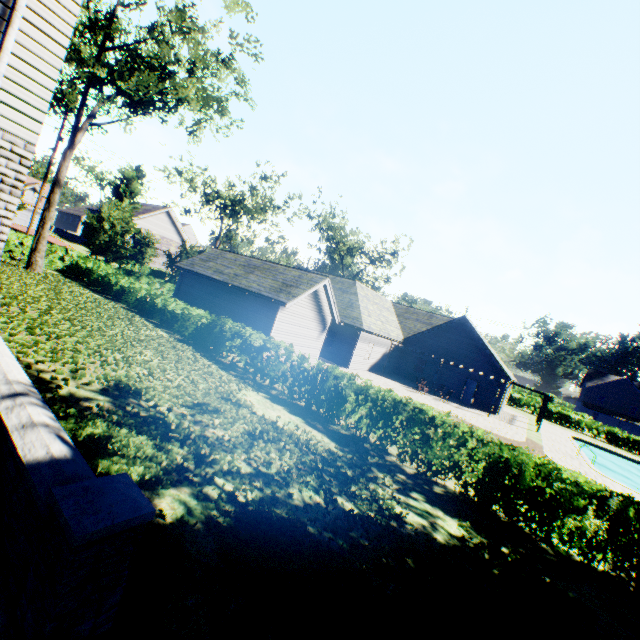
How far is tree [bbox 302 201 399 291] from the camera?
49.03m

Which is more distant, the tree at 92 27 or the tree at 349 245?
the tree at 349 245

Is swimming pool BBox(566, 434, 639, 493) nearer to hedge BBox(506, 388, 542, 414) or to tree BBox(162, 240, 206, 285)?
tree BBox(162, 240, 206, 285)

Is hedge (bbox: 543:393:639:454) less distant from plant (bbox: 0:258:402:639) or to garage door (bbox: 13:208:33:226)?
plant (bbox: 0:258:402:639)

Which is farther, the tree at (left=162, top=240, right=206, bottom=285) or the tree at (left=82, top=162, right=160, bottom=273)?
the tree at (left=162, top=240, right=206, bottom=285)

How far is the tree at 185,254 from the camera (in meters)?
34.81

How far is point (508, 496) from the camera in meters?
7.7 m
